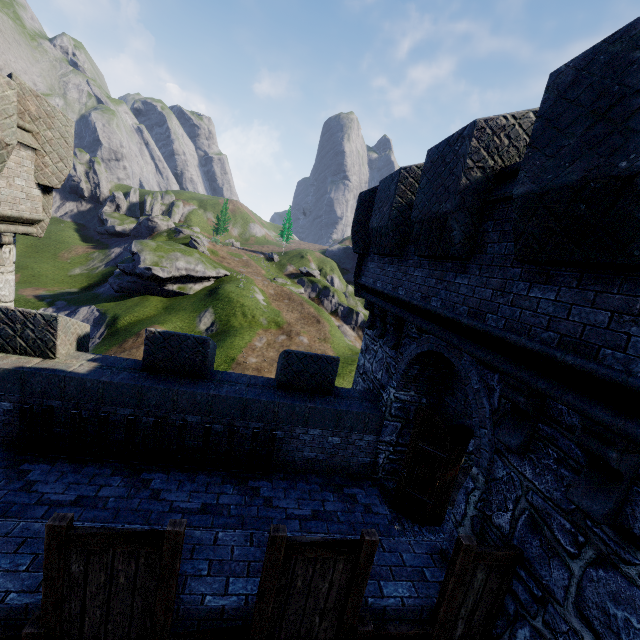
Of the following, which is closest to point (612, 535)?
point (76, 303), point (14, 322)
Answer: point (14, 322)

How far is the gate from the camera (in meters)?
6.16

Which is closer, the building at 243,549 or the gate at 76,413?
the building at 243,549

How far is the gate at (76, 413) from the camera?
6.16m

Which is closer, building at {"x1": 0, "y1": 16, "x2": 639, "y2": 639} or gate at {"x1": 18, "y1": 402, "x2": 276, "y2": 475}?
building at {"x1": 0, "y1": 16, "x2": 639, "y2": 639}
